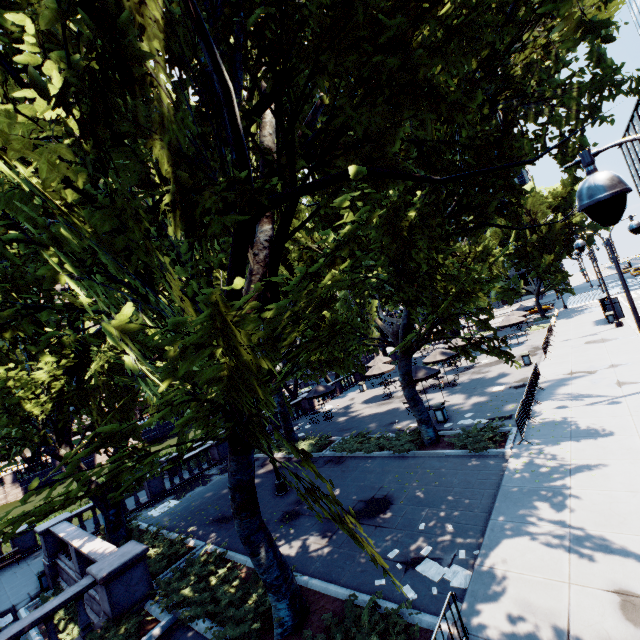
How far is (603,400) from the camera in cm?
1425

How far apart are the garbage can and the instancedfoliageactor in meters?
10.1

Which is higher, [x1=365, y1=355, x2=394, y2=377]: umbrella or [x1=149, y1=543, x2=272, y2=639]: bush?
[x1=365, y1=355, x2=394, y2=377]: umbrella

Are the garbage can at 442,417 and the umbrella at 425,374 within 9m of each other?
yes

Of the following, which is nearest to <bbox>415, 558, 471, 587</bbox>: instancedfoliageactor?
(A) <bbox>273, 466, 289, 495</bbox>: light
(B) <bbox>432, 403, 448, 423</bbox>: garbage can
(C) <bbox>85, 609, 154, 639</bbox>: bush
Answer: (C) <bbox>85, 609, 154, 639</bbox>: bush

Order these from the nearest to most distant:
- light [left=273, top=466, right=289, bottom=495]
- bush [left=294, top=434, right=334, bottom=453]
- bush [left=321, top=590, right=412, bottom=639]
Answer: bush [left=321, top=590, right=412, bottom=639] → light [left=273, top=466, right=289, bottom=495] → bush [left=294, top=434, right=334, bottom=453]

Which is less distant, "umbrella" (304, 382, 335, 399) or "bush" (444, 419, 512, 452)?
"bush" (444, 419, 512, 452)

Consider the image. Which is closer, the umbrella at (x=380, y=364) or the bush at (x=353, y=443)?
the bush at (x=353, y=443)
